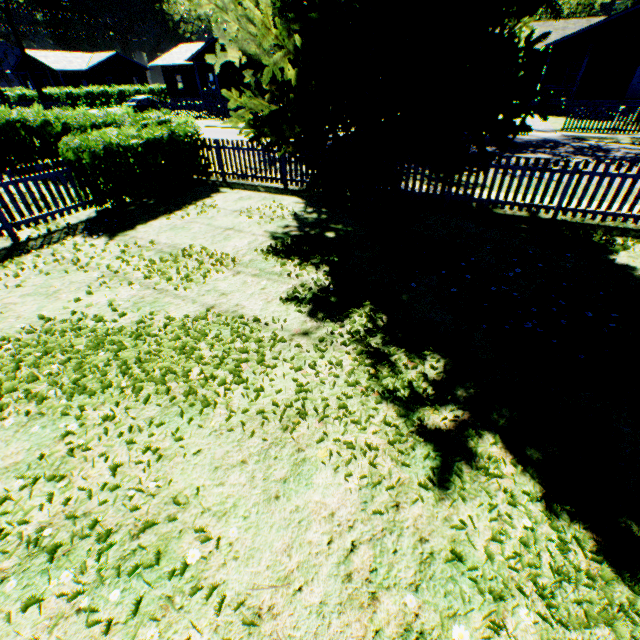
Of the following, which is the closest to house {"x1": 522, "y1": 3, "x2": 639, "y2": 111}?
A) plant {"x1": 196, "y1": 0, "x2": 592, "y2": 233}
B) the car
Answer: plant {"x1": 196, "y1": 0, "x2": 592, "y2": 233}

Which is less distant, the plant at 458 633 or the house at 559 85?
the plant at 458 633

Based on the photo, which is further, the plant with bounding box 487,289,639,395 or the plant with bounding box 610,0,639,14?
the plant with bounding box 610,0,639,14

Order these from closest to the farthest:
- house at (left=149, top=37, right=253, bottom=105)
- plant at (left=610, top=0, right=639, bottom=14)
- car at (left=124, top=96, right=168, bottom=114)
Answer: car at (left=124, top=96, right=168, bottom=114) < house at (left=149, top=37, right=253, bottom=105) < plant at (left=610, top=0, right=639, bottom=14)

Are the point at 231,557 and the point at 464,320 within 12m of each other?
yes

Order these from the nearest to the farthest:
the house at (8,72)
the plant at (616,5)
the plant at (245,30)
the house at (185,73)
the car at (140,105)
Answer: the plant at (245,30) → the car at (140,105) → the house at (185,73) → the plant at (616,5) → the house at (8,72)

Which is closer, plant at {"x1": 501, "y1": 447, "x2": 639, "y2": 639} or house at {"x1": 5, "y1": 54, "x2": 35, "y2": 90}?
plant at {"x1": 501, "y1": 447, "x2": 639, "y2": 639}

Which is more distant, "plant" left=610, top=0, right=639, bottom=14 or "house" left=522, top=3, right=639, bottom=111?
"plant" left=610, top=0, right=639, bottom=14
